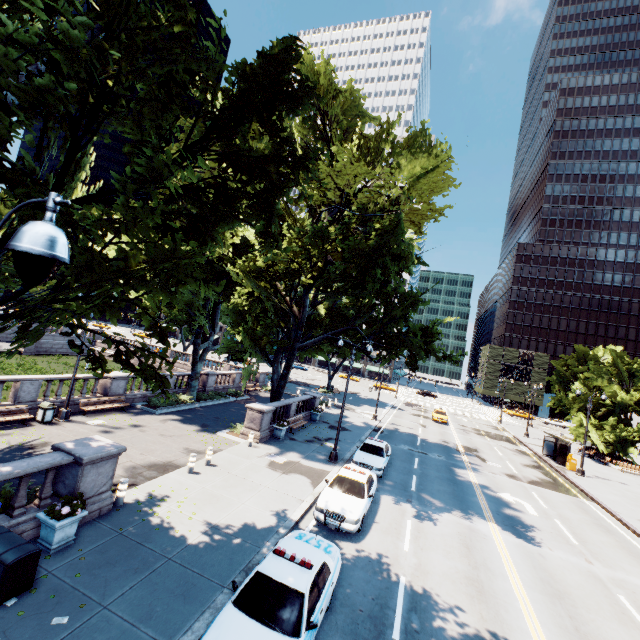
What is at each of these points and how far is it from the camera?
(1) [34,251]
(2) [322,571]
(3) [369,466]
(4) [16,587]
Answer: (1) light, 2.75m
(2) vehicle, 8.04m
(3) vehicle, 18.05m
(4) container, 6.95m

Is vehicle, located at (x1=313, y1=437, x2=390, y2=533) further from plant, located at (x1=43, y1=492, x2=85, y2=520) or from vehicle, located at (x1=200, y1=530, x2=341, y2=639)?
plant, located at (x1=43, y1=492, x2=85, y2=520)

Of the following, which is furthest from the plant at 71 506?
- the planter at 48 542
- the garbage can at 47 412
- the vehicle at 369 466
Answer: the garbage can at 47 412

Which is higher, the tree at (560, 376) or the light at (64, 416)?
the tree at (560, 376)

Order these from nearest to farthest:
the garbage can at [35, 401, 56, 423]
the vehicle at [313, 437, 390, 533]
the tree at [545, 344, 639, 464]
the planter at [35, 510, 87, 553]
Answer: the planter at [35, 510, 87, 553], the vehicle at [313, 437, 390, 533], the garbage can at [35, 401, 56, 423], the tree at [545, 344, 639, 464]

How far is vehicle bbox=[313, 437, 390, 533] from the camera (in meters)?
A: 11.92

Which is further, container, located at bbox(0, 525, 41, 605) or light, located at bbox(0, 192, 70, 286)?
container, located at bbox(0, 525, 41, 605)

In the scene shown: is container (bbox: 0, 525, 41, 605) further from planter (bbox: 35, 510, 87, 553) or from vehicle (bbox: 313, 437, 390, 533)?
vehicle (bbox: 313, 437, 390, 533)
